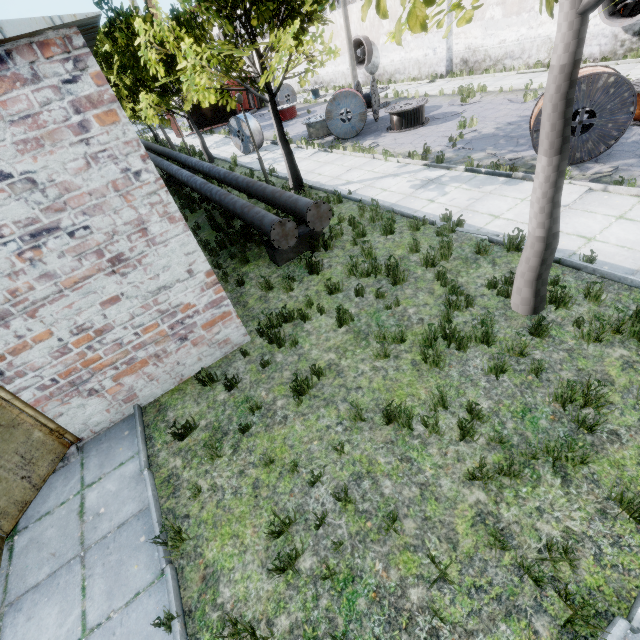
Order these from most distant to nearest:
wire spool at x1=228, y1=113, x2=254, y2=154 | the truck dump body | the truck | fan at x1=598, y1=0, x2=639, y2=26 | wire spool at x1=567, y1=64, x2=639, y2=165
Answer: the truck
the truck dump body
wire spool at x1=228, y1=113, x2=254, y2=154
fan at x1=598, y1=0, x2=639, y2=26
wire spool at x1=567, y1=64, x2=639, y2=165

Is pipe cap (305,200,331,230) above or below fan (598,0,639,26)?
below

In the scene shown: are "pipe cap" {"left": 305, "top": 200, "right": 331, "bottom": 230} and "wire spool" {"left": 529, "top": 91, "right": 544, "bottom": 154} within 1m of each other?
no

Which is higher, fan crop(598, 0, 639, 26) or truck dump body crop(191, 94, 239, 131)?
→ fan crop(598, 0, 639, 26)

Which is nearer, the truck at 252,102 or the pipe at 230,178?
the pipe at 230,178

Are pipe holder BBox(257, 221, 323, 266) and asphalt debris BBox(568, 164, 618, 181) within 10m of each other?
yes

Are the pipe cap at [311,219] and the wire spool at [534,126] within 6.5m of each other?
yes

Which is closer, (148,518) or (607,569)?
(607,569)
